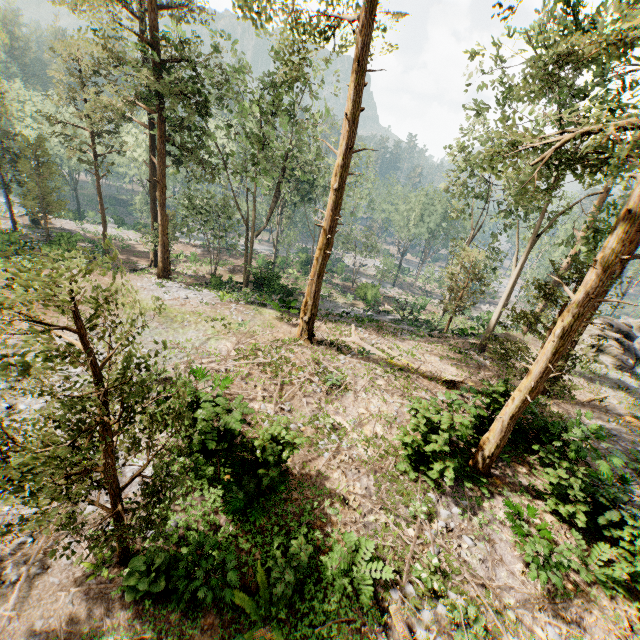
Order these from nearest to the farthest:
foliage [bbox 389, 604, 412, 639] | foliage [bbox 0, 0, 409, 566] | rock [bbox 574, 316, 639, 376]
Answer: foliage [bbox 0, 0, 409, 566] < foliage [bbox 389, 604, 412, 639] < rock [bbox 574, 316, 639, 376]

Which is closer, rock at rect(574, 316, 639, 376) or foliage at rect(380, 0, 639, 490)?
foliage at rect(380, 0, 639, 490)

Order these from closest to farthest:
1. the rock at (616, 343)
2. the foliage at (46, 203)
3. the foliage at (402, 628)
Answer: the foliage at (46, 203) < the foliage at (402, 628) < the rock at (616, 343)

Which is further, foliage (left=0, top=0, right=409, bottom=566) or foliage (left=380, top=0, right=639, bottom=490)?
foliage (left=380, top=0, right=639, bottom=490)

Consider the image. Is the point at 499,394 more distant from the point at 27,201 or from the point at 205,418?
the point at 27,201

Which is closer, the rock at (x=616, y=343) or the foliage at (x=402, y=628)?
the foliage at (x=402, y=628)

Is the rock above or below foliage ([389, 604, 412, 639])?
above
